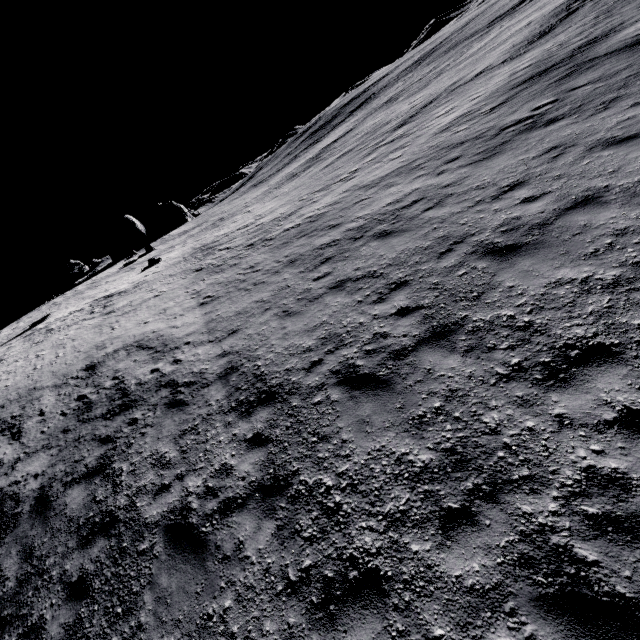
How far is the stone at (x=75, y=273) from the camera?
35.5 meters

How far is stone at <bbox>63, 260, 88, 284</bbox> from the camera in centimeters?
3553cm

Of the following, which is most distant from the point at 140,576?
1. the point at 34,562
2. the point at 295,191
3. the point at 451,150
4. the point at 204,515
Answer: the point at 295,191
